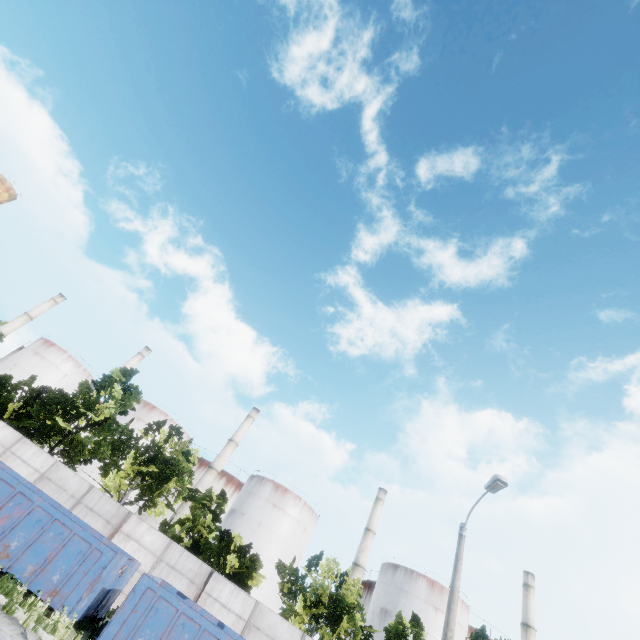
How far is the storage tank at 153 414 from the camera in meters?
49.8 m

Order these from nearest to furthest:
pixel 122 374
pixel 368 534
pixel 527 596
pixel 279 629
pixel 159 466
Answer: pixel 279 629 < pixel 159 466 < pixel 122 374 < pixel 527 596 < pixel 368 534

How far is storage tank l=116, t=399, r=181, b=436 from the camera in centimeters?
4979cm

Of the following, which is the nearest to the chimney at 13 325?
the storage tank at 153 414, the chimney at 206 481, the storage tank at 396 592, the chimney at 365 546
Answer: the storage tank at 153 414

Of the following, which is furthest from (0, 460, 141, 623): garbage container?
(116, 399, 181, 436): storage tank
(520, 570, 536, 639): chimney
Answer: (520, 570, 536, 639): chimney

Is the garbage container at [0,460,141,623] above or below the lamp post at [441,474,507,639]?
below

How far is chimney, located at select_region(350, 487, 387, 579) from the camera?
44.9 meters
